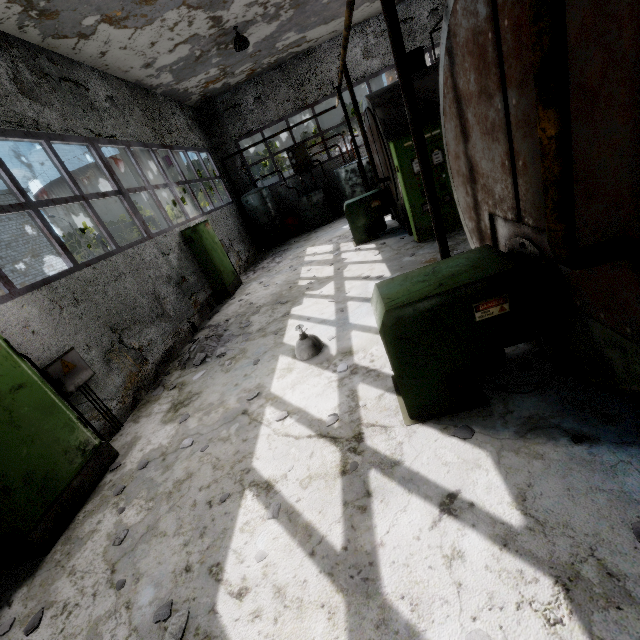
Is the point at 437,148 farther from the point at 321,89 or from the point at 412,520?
the point at 321,89

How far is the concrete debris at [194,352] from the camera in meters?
6.8 m

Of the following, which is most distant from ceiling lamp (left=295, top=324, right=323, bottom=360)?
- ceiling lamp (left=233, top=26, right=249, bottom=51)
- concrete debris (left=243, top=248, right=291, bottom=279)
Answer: ceiling lamp (left=233, top=26, right=249, bottom=51)

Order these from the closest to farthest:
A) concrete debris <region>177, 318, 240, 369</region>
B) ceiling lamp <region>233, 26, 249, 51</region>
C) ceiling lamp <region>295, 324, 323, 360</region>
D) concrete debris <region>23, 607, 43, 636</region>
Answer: concrete debris <region>23, 607, 43, 636</region>
ceiling lamp <region>295, 324, 323, 360</region>
concrete debris <region>177, 318, 240, 369</region>
ceiling lamp <region>233, 26, 249, 51</region>

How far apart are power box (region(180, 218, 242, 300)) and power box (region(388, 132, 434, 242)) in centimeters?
597cm

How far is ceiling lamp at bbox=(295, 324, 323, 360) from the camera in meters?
5.2 m

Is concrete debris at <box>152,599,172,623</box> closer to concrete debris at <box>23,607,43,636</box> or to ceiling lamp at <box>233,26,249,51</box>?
concrete debris at <box>23,607,43,636</box>

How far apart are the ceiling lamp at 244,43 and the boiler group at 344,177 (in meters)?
5.21
